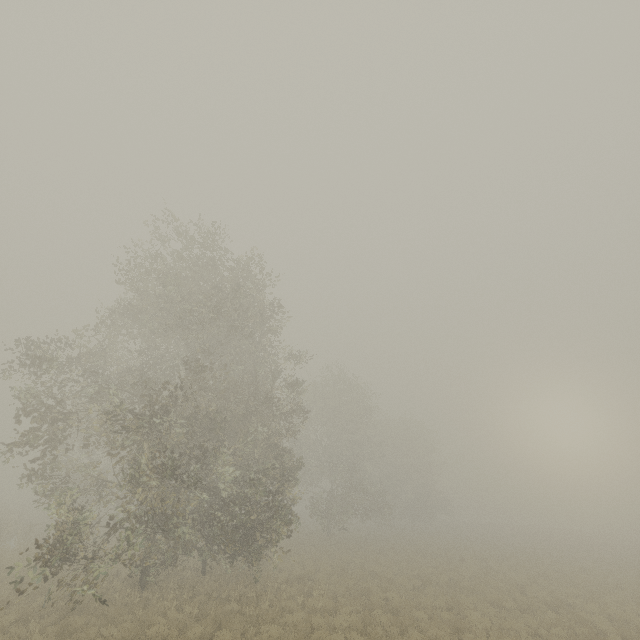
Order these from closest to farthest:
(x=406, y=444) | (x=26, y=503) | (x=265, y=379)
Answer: (x=265, y=379)
(x=406, y=444)
(x=26, y=503)
